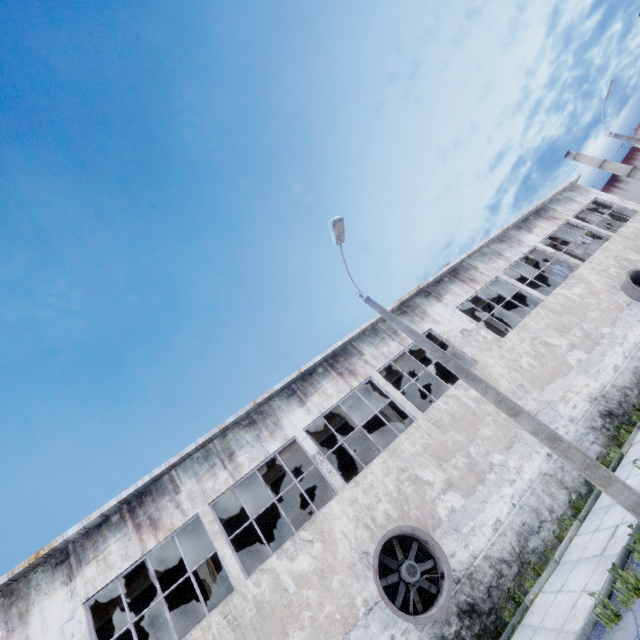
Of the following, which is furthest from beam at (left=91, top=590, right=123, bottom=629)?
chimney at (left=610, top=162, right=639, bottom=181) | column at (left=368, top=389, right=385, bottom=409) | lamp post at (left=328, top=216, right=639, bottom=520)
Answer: chimney at (left=610, top=162, right=639, bottom=181)

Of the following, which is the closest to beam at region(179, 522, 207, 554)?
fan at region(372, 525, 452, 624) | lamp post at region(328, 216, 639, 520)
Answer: fan at region(372, 525, 452, 624)

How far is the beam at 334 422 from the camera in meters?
15.7 m

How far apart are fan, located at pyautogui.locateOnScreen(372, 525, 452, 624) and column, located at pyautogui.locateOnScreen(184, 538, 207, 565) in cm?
487

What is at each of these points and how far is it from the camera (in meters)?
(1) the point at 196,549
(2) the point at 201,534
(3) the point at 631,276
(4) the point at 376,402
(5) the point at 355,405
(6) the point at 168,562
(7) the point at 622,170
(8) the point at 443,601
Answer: (1) column, 12.62
(2) beam, 12.96
(3) fan, 16.95
(4) column, 16.31
(5) beam, 16.27
(6) beam, 12.41
(7) chimney, 58.84
(8) fan, 8.66

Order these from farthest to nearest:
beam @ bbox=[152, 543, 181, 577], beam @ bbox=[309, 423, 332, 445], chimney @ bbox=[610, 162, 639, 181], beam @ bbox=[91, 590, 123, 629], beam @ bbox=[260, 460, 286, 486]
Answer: chimney @ bbox=[610, 162, 639, 181]
beam @ bbox=[309, 423, 332, 445]
beam @ bbox=[260, 460, 286, 486]
beam @ bbox=[152, 543, 181, 577]
beam @ bbox=[91, 590, 123, 629]

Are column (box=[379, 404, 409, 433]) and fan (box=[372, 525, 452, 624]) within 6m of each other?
yes

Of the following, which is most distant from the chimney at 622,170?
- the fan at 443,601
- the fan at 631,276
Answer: the fan at 443,601
